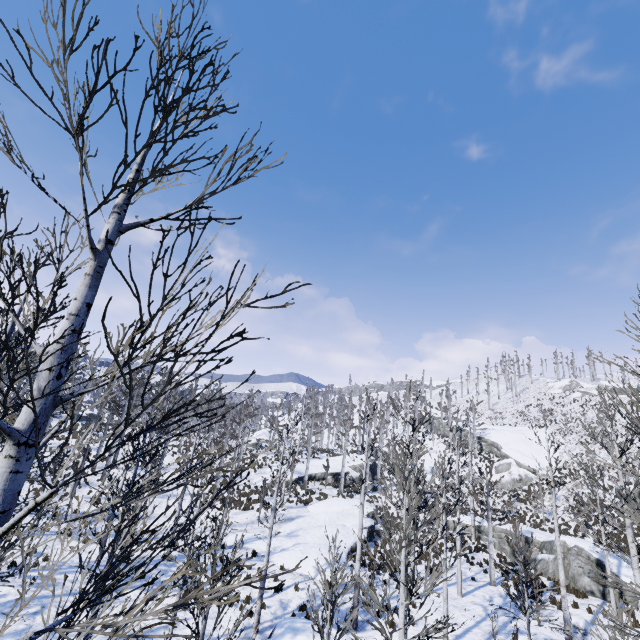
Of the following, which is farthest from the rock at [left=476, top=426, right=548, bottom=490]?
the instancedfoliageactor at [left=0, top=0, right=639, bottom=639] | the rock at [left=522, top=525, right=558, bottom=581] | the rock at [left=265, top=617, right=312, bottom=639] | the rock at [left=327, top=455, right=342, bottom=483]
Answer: the instancedfoliageactor at [left=0, top=0, right=639, bottom=639]

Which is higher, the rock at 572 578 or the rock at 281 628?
the rock at 572 578

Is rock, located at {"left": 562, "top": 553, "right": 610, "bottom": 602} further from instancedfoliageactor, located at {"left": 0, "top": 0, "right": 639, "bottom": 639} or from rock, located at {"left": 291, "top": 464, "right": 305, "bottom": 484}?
instancedfoliageactor, located at {"left": 0, "top": 0, "right": 639, "bottom": 639}

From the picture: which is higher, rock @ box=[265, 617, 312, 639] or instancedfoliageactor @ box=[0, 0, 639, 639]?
instancedfoliageactor @ box=[0, 0, 639, 639]

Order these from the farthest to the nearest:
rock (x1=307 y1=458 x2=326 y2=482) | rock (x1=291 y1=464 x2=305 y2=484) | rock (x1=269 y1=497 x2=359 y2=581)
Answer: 1. rock (x1=307 y1=458 x2=326 y2=482)
2. rock (x1=291 y1=464 x2=305 y2=484)
3. rock (x1=269 y1=497 x2=359 y2=581)

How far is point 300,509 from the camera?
28.39m

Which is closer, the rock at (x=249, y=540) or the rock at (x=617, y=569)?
the rock at (x=617, y=569)

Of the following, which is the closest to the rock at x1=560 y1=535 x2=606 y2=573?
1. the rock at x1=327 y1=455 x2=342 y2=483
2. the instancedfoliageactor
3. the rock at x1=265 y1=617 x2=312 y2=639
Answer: the rock at x1=327 y1=455 x2=342 y2=483
